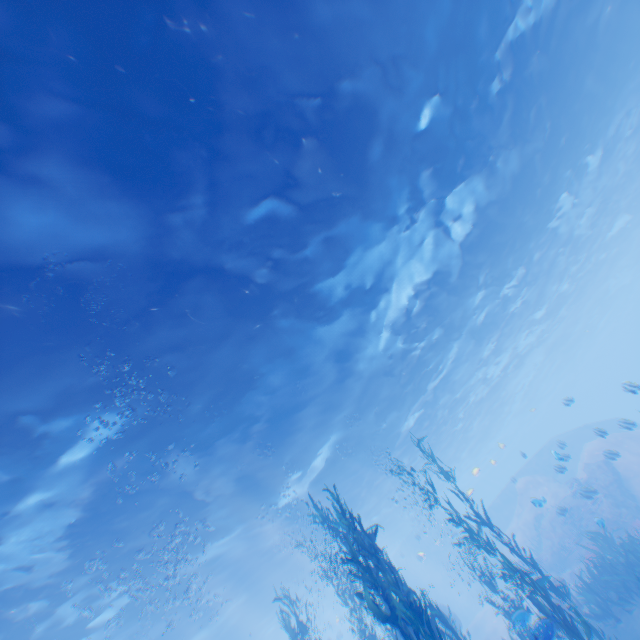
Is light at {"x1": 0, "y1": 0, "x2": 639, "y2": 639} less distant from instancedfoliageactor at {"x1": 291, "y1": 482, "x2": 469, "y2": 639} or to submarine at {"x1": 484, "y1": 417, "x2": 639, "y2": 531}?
submarine at {"x1": 484, "y1": 417, "x2": 639, "y2": 531}

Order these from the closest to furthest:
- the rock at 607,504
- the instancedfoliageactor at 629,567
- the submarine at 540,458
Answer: the instancedfoliageactor at 629,567 < the submarine at 540,458 < the rock at 607,504

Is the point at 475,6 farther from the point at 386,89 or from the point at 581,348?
the point at 581,348

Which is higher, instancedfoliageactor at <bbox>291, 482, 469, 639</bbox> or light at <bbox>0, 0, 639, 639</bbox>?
light at <bbox>0, 0, 639, 639</bbox>

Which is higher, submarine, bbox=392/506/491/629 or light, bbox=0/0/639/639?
light, bbox=0/0/639/639

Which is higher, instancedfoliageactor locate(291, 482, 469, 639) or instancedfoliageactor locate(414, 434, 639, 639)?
instancedfoliageactor locate(291, 482, 469, 639)

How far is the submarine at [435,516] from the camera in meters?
31.9
